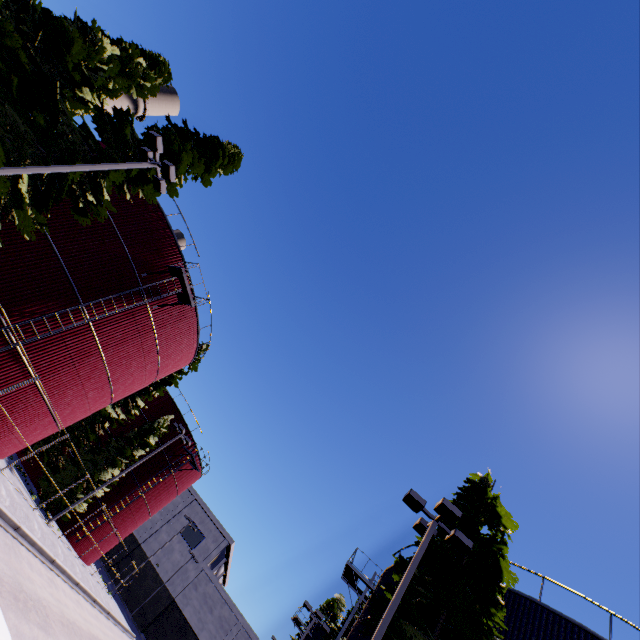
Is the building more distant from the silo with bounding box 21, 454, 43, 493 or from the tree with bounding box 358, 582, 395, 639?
the silo with bounding box 21, 454, 43, 493

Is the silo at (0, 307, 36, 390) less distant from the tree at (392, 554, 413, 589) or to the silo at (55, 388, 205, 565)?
the silo at (55, 388, 205, 565)

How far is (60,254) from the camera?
16.34m

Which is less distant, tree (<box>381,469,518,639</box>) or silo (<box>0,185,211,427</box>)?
tree (<box>381,469,518,639</box>)

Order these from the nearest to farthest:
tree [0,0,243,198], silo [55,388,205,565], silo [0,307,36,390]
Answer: tree [0,0,243,198] < silo [0,307,36,390] < silo [55,388,205,565]

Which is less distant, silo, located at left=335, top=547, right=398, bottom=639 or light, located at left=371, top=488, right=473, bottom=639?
light, located at left=371, top=488, right=473, bottom=639

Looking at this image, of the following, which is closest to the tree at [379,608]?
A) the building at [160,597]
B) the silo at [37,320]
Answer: the building at [160,597]

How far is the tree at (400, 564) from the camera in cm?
1148
